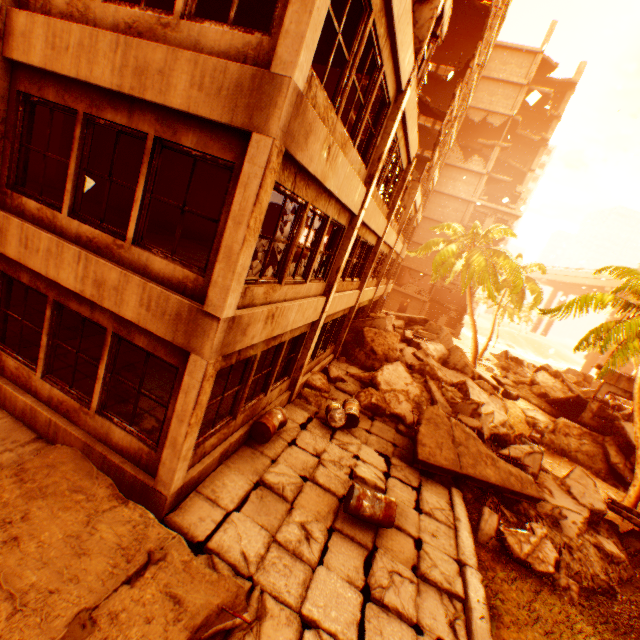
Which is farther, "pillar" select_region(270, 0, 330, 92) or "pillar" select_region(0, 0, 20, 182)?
"pillar" select_region(0, 0, 20, 182)

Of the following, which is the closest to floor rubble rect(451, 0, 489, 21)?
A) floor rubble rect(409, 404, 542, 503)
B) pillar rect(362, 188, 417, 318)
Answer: pillar rect(362, 188, 417, 318)

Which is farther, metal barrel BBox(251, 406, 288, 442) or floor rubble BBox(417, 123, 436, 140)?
floor rubble BBox(417, 123, 436, 140)

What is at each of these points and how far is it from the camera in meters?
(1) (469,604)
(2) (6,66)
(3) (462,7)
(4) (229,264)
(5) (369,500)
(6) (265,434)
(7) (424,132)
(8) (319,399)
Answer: (1) concrete curb, 5.5 m
(2) pillar, 5.0 m
(3) floor rubble, 19.4 m
(4) pillar, 4.2 m
(5) metal barrel, 6.2 m
(6) metal barrel, 7.4 m
(7) floor rubble, 24.6 m
(8) rock pile, 10.7 m

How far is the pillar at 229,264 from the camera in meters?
3.9

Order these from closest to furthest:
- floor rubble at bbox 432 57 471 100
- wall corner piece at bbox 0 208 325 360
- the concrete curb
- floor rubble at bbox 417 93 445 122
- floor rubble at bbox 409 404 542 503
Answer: wall corner piece at bbox 0 208 325 360, the concrete curb, floor rubble at bbox 409 404 542 503, floor rubble at bbox 417 93 445 122, floor rubble at bbox 432 57 471 100

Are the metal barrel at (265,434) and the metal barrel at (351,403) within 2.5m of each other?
yes

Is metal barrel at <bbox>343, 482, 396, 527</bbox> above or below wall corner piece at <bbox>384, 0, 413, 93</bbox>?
below
